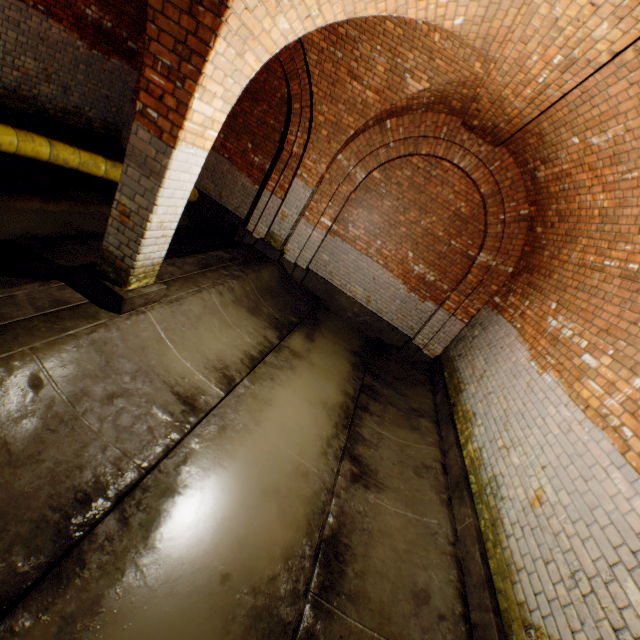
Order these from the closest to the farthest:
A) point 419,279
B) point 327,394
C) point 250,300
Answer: point 327,394
point 250,300
point 419,279

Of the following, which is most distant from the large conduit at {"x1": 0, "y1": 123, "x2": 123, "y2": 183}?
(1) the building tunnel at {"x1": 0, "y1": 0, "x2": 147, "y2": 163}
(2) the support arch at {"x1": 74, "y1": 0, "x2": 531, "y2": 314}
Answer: (2) the support arch at {"x1": 74, "y1": 0, "x2": 531, "y2": 314}

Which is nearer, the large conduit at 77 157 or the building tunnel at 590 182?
the building tunnel at 590 182

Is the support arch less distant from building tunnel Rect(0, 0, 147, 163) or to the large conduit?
building tunnel Rect(0, 0, 147, 163)

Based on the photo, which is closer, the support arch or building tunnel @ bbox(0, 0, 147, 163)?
the support arch

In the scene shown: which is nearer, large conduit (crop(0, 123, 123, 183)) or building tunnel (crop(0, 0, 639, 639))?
building tunnel (crop(0, 0, 639, 639))

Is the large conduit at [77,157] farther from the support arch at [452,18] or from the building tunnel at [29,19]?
the support arch at [452,18]
